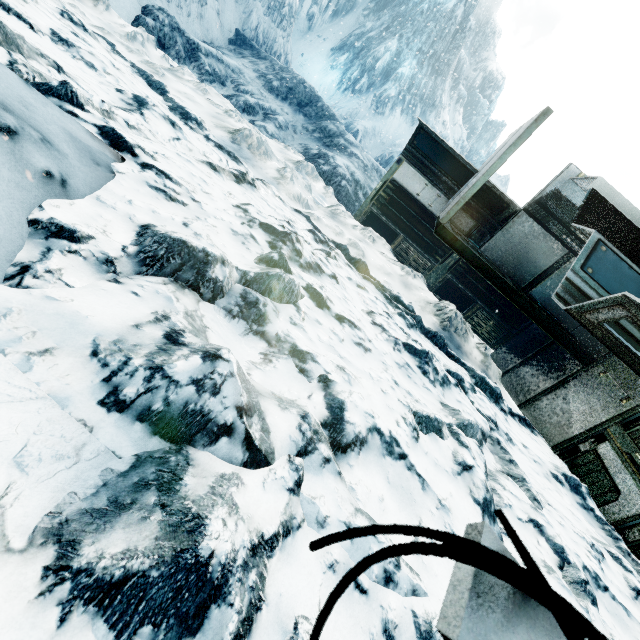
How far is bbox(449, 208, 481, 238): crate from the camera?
8.9 meters

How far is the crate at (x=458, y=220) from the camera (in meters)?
8.87

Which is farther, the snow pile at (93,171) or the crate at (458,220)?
the crate at (458,220)

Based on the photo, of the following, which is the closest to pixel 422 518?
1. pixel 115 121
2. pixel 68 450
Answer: pixel 68 450

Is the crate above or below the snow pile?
above

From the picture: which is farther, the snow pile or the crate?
the crate
